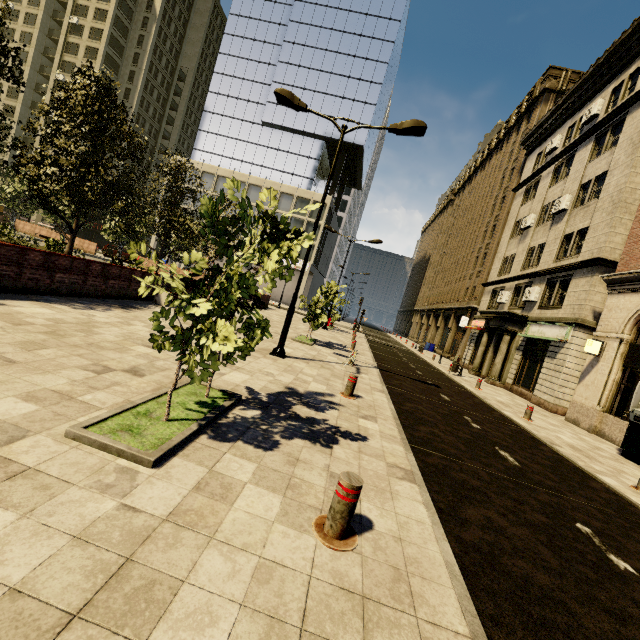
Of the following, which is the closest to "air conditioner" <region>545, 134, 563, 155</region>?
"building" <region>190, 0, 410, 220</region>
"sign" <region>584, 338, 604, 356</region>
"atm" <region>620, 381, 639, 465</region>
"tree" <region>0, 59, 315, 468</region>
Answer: "building" <region>190, 0, 410, 220</region>

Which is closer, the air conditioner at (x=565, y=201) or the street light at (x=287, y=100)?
the street light at (x=287, y=100)

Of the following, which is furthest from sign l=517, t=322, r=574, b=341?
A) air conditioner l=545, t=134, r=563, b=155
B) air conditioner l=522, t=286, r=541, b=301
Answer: air conditioner l=545, t=134, r=563, b=155

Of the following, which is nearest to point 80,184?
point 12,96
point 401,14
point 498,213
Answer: point 498,213

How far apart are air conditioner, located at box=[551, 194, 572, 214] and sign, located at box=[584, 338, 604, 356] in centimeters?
1033cm

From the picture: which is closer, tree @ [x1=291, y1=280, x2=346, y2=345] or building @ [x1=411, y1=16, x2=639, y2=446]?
building @ [x1=411, y1=16, x2=639, y2=446]

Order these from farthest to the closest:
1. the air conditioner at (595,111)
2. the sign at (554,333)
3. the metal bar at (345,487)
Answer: the air conditioner at (595,111)
the sign at (554,333)
the metal bar at (345,487)

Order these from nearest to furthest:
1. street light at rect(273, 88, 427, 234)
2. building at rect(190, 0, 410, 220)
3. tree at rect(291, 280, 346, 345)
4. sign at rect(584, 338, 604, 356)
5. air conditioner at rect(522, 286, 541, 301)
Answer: street light at rect(273, 88, 427, 234), sign at rect(584, 338, 604, 356), tree at rect(291, 280, 346, 345), air conditioner at rect(522, 286, 541, 301), building at rect(190, 0, 410, 220)
